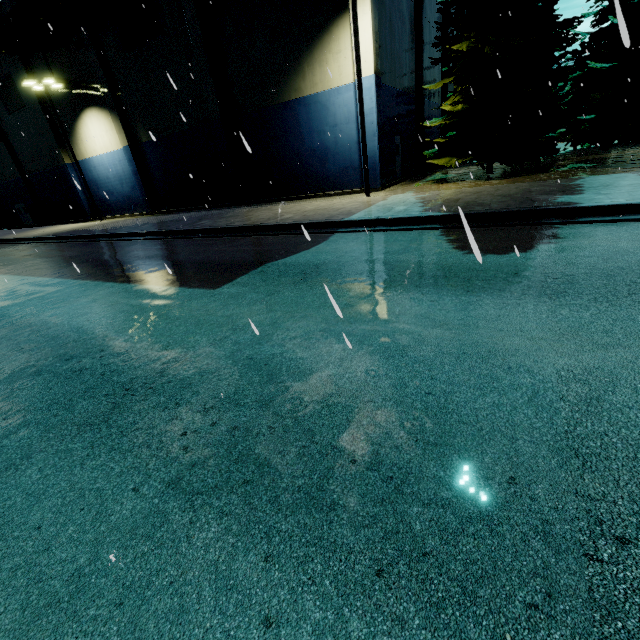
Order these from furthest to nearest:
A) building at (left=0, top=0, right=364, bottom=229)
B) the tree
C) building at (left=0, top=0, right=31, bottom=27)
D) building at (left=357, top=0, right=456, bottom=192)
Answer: building at (left=0, top=0, right=31, bottom=27)
building at (left=0, top=0, right=364, bottom=229)
building at (left=357, top=0, right=456, bottom=192)
the tree

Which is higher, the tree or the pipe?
the pipe

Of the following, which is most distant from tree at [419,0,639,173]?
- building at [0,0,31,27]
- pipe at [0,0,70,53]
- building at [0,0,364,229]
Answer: building at [0,0,364,229]

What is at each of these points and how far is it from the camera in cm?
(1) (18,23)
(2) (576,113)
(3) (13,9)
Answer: (1) pipe, 2309
(2) tree, 1439
(3) building, 2372

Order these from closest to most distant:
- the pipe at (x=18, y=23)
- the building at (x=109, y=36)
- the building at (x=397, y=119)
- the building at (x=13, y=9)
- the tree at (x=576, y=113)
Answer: the tree at (x=576, y=113)
the building at (x=397, y=119)
the building at (x=109, y=36)
the pipe at (x=18, y=23)
the building at (x=13, y=9)

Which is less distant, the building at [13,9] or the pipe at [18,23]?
the pipe at [18,23]

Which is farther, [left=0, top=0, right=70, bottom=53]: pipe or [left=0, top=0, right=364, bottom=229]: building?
[left=0, top=0, right=70, bottom=53]: pipe

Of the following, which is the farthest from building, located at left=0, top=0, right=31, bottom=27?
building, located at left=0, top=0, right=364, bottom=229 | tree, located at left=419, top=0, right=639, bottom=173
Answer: building, located at left=0, top=0, right=364, bottom=229
